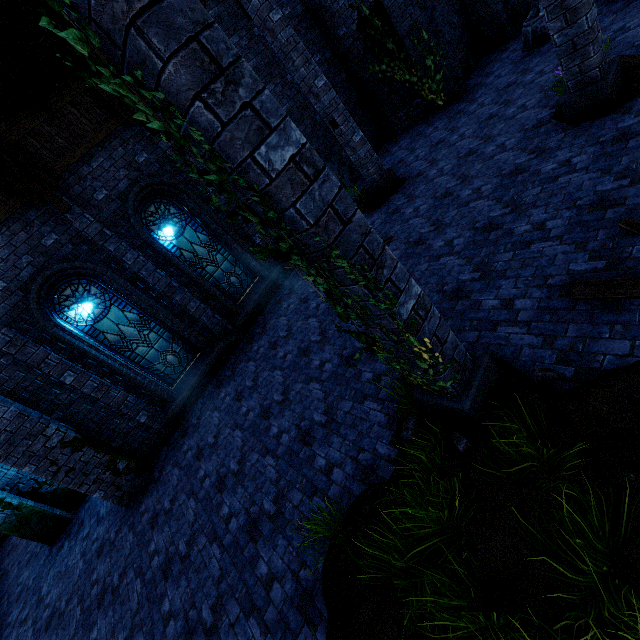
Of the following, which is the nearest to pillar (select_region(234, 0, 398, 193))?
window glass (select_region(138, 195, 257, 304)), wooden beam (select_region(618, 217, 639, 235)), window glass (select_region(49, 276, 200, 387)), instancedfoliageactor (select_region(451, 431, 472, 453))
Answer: window glass (select_region(138, 195, 257, 304))

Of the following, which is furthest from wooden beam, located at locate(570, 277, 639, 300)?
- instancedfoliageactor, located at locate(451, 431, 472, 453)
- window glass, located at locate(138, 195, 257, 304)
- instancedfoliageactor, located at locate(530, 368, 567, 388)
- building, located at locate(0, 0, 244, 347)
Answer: window glass, located at locate(138, 195, 257, 304)

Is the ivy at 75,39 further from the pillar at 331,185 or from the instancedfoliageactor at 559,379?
the instancedfoliageactor at 559,379

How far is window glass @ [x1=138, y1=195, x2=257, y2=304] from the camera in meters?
8.9

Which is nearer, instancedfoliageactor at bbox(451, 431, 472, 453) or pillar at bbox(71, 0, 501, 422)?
pillar at bbox(71, 0, 501, 422)

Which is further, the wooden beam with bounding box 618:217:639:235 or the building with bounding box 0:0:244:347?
the building with bounding box 0:0:244:347

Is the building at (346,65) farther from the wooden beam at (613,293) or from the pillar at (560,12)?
the wooden beam at (613,293)

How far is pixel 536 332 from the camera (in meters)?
3.79
